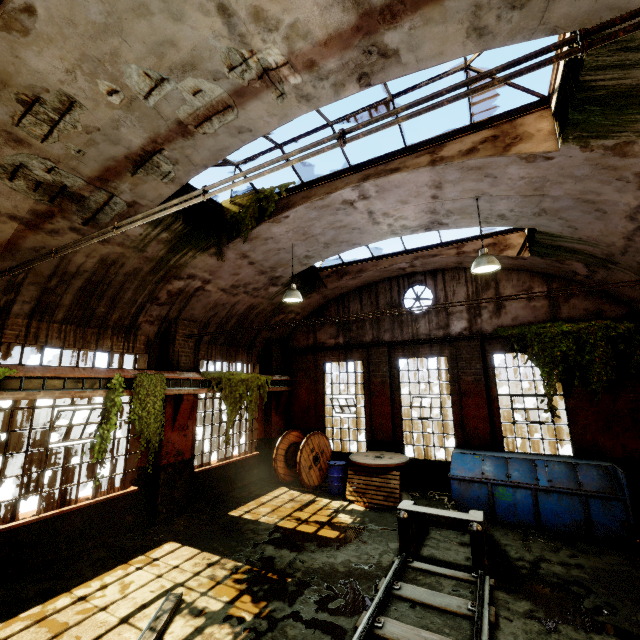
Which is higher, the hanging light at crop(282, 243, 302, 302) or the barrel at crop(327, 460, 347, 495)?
the hanging light at crop(282, 243, 302, 302)

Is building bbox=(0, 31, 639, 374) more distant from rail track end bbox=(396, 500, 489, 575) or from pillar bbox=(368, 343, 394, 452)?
rail track end bbox=(396, 500, 489, 575)

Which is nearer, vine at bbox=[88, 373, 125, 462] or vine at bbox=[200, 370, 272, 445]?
vine at bbox=[88, 373, 125, 462]

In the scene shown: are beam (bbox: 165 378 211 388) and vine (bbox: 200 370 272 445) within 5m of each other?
yes

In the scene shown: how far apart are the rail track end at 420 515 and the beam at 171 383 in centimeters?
637cm

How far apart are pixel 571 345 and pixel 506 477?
4.27m

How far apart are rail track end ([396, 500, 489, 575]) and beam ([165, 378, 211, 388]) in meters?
6.4 m

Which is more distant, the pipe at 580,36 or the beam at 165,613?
the beam at 165,613
